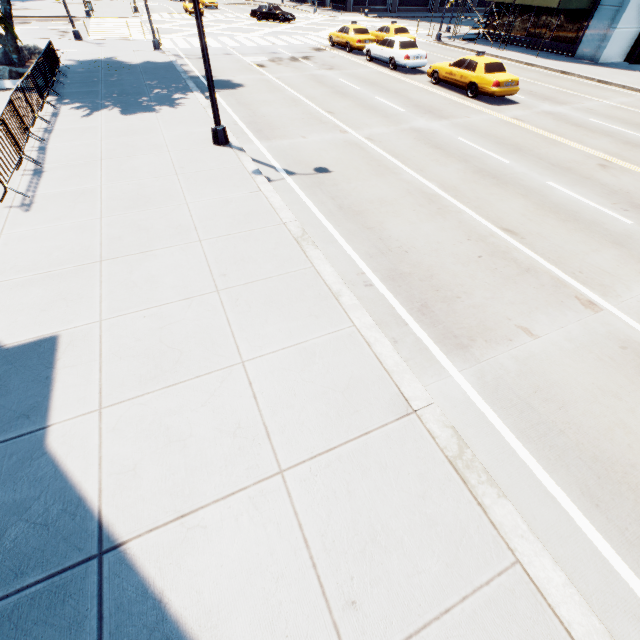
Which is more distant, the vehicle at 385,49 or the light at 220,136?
the vehicle at 385,49

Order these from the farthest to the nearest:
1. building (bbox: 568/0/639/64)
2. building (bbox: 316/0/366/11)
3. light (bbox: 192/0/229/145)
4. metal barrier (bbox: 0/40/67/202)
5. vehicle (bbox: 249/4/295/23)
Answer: building (bbox: 316/0/366/11) → vehicle (bbox: 249/4/295/23) → building (bbox: 568/0/639/64) → light (bbox: 192/0/229/145) → metal barrier (bbox: 0/40/67/202)

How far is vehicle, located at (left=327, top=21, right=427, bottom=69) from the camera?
19.5m

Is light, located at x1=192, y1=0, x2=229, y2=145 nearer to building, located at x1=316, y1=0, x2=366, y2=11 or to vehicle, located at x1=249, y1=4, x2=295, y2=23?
vehicle, located at x1=249, y1=4, x2=295, y2=23

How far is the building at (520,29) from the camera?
26.9 meters

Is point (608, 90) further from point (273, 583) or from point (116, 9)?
point (116, 9)

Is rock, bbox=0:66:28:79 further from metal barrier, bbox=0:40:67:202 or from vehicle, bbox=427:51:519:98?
vehicle, bbox=427:51:519:98
